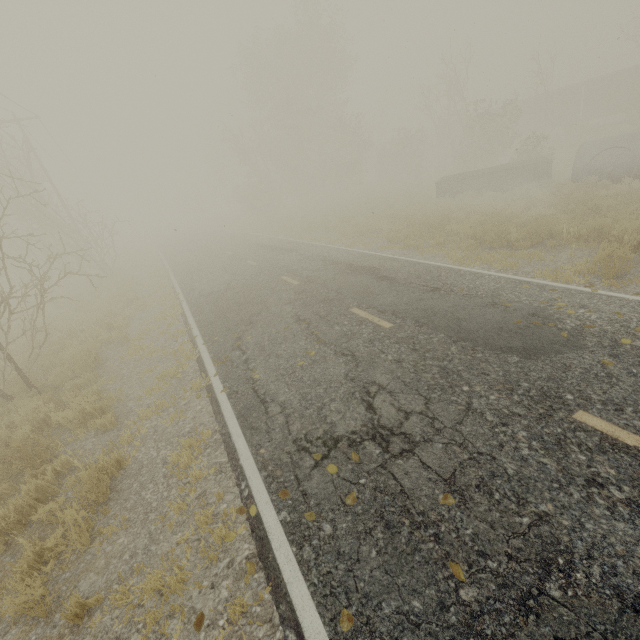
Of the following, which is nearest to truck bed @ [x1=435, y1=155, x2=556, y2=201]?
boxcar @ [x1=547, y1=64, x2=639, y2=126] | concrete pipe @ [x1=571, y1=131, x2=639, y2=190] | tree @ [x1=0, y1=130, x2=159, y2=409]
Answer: concrete pipe @ [x1=571, y1=131, x2=639, y2=190]

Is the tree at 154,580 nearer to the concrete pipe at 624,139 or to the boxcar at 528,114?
the concrete pipe at 624,139

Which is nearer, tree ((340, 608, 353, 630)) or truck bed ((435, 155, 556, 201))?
tree ((340, 608, 353, 630))

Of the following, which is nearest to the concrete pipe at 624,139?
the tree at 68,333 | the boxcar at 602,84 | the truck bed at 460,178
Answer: the truck bed at 460,178

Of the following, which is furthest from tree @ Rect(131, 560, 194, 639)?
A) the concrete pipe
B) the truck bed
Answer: the concrete pipe

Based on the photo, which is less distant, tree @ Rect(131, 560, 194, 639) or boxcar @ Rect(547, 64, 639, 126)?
tree @ Rect(131, 560, 194, 639)

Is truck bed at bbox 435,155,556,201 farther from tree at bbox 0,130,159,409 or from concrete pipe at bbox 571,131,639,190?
tree at bbox 0,130,159,409

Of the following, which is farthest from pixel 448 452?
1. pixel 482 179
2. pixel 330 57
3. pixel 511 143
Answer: pixel 330 57
